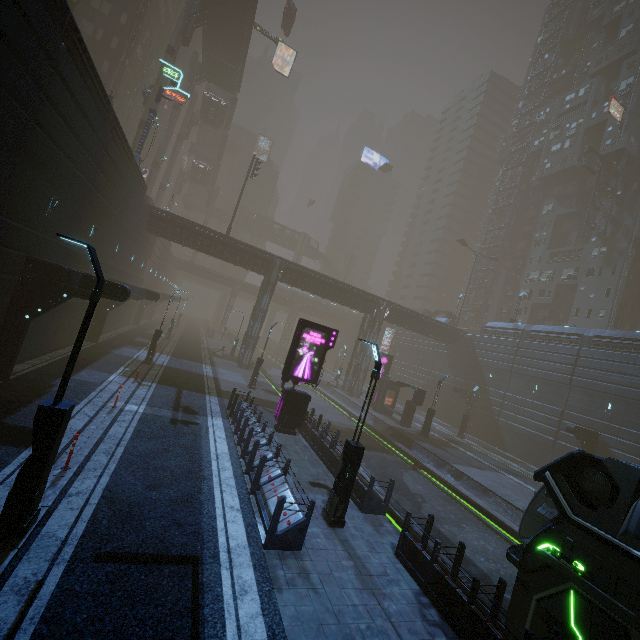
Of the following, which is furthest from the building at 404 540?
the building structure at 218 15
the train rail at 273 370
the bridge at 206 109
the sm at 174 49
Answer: the bridge at 206 109

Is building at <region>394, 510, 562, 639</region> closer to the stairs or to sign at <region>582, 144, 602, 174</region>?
sign at <region>582, 144, 602, 174</region>

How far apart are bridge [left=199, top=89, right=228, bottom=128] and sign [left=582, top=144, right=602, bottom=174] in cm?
5335

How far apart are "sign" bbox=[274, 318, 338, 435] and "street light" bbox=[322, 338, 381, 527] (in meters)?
6.79

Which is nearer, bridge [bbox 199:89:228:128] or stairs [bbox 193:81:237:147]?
bridge [bbox 199:89:228:128]

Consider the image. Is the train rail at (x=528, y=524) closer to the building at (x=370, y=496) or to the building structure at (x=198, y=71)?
the building at (x=370, y=496)

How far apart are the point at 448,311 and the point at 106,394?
47.8m

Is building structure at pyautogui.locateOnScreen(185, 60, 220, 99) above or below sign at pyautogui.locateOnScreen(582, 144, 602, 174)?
below
